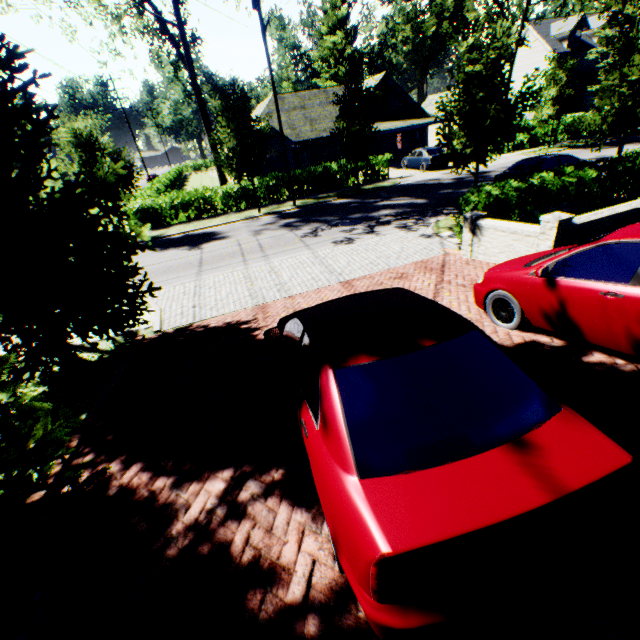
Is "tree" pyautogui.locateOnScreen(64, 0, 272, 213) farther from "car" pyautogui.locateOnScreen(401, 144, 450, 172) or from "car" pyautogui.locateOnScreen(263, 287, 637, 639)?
"car" pyautogui.locateOnScreen(401, 144, 450, 172)

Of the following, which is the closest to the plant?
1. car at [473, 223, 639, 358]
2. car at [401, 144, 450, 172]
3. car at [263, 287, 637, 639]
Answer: car at [401, 144, 450, 172]

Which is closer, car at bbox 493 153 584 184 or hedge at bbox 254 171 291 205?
car at bbox 493 153 584 184

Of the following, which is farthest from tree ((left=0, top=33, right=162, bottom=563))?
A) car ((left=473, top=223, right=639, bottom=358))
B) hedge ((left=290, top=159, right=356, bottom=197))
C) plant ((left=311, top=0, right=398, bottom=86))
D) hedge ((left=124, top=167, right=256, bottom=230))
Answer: car ((left=473, top=223, right=639, bottom=358))

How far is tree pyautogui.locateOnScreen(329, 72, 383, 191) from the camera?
18.9m

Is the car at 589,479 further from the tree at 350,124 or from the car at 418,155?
the car at 418,155

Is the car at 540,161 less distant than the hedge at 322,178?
Yes

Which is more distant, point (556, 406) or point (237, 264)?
point (237, 264)
